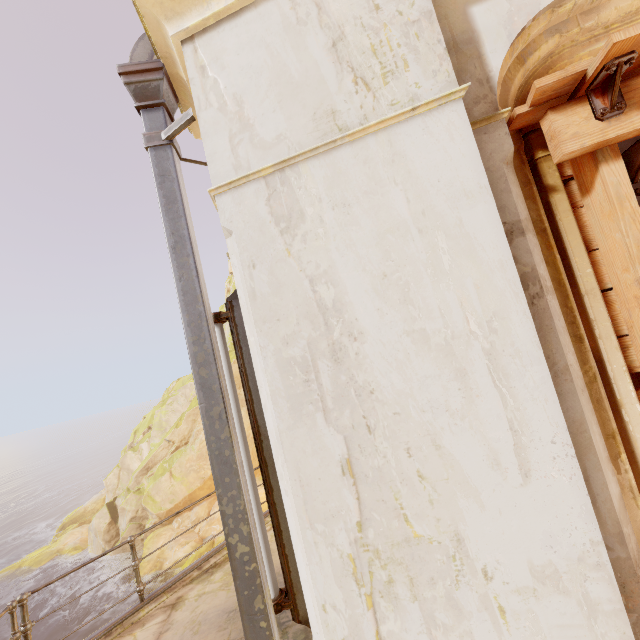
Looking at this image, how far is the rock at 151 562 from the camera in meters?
20.7

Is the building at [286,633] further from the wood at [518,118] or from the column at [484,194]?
the wood at [518,118]

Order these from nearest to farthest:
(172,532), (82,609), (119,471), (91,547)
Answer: (82,609)
(172,532)
(91,547)
(119,471)

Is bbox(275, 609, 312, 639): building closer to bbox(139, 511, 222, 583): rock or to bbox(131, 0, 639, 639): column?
bbox(131, 0, 639, 639): column

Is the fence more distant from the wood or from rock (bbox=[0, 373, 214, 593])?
rock (bbox=[0, 373, 214, 593])

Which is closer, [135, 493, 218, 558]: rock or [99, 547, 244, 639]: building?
[99, 547, 244, 639]: building

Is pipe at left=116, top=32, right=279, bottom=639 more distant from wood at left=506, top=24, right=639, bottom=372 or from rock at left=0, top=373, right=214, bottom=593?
rock at left=0, top=373, right=214, bottom=593

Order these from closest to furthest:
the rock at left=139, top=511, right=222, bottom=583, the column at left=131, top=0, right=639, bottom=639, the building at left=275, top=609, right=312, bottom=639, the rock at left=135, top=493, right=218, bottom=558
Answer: the column at left=131, top=0, right=639, bottom=639, the building at left=275, top=609, right=312, bottom=639, the rock at left=139, top=511, right=222, bottom=583, the rock at left=135, top=493, right=218, bottom=558
